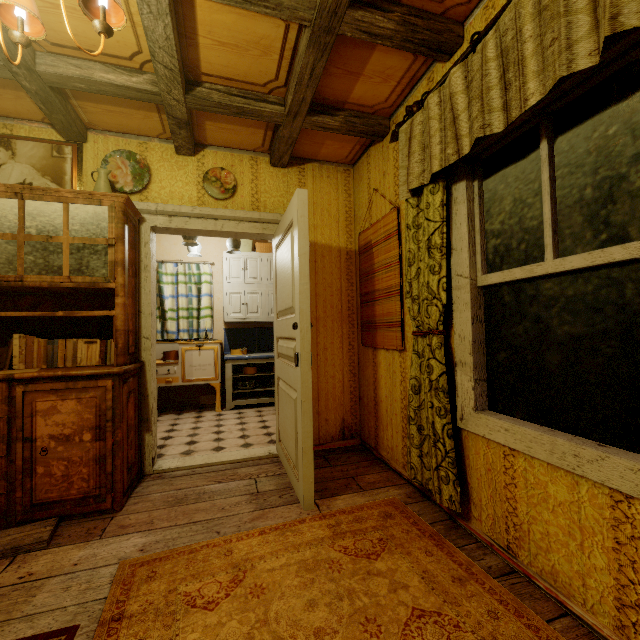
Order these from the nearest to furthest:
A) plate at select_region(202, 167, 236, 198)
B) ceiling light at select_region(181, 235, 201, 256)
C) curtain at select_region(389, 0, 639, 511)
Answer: curtain at select_region(389, 0, 639, 511)
plate at select_region(202, 167, 236, 198)
ceiling light at select_region(181, 235, 201, 256)

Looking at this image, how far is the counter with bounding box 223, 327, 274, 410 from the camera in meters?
4.9

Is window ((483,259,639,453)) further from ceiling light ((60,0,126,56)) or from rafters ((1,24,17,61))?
ceiling light ((60,0,126,56))

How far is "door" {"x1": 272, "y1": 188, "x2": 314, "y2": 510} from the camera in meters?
2.1

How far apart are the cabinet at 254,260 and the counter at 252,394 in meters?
0.1 m

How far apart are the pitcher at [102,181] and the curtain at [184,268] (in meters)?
2.69

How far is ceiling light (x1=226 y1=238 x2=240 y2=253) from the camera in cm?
430

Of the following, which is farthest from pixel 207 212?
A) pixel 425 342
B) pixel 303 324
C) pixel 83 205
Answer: pixel 425 342
